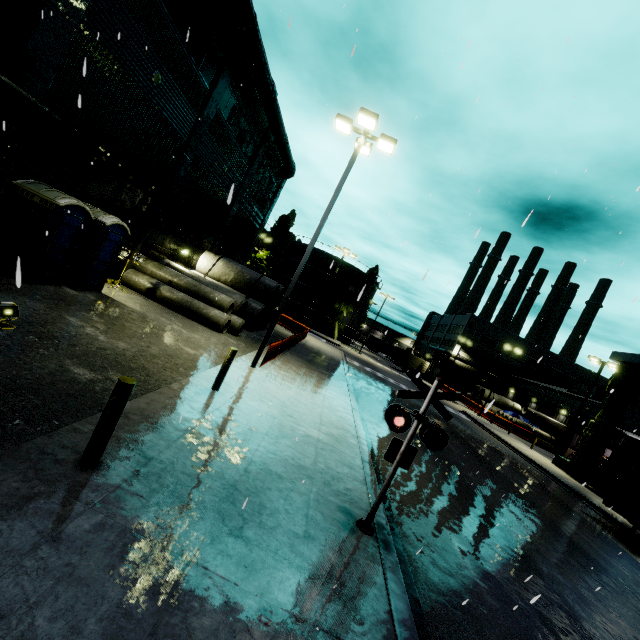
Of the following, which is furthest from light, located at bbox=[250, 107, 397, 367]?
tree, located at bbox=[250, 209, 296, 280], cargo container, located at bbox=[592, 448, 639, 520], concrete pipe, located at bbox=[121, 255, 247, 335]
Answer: tree, located at bbox=[250, 209, 296, 280]

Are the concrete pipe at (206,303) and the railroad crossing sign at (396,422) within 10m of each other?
no

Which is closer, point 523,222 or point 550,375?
point 523,222

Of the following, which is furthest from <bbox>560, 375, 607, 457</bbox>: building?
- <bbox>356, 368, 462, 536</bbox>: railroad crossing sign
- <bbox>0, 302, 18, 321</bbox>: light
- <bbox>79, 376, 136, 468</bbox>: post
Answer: <bbox>79, 376, 136, 468</bbox>: post

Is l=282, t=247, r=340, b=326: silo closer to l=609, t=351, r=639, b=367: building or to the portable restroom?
l=609, t=351, r=639, b=367: building

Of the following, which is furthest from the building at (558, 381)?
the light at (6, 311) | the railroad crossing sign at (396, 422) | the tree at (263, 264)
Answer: the light at (6, 311)

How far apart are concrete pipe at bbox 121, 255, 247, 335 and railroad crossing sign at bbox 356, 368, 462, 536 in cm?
1185

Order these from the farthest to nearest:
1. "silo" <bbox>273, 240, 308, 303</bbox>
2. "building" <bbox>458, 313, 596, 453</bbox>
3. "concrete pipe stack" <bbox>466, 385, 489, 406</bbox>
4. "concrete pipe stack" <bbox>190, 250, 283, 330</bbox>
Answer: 1. "silo" <bbox>273, 240, 308, 303</bbox>
2. "concrete pipe stack" <bbox>466, 385, 489, 406</bbox>
3. "building" <bbox>458, 313, 596, 453</bbox>
4. "concrete pipe stack" <bbox>190, 250, 283, 330</bbox>
